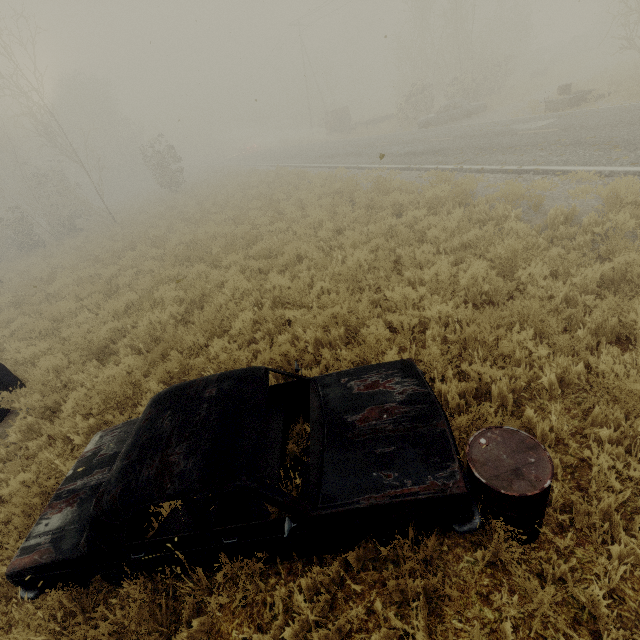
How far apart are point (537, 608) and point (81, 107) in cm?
5705

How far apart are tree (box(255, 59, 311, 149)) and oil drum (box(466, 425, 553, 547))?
63.7m

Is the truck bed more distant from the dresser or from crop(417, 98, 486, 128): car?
crop(417, 98, 486, 128): car

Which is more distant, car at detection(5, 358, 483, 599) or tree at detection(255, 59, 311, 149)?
tree at detection(255, 59, 311, 149)

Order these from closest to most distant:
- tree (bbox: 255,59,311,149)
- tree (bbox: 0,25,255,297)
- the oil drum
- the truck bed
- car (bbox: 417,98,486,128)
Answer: the oil drum < the truck bed < tree (bbox: 0,25,255,297) < car (bbox: 417,98,486,128) < tree (bbox: 255,59,311,149)

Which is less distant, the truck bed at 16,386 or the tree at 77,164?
the truck bed at 16,386

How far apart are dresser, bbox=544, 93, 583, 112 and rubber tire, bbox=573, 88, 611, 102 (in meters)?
0.16

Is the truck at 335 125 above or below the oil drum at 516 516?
above
